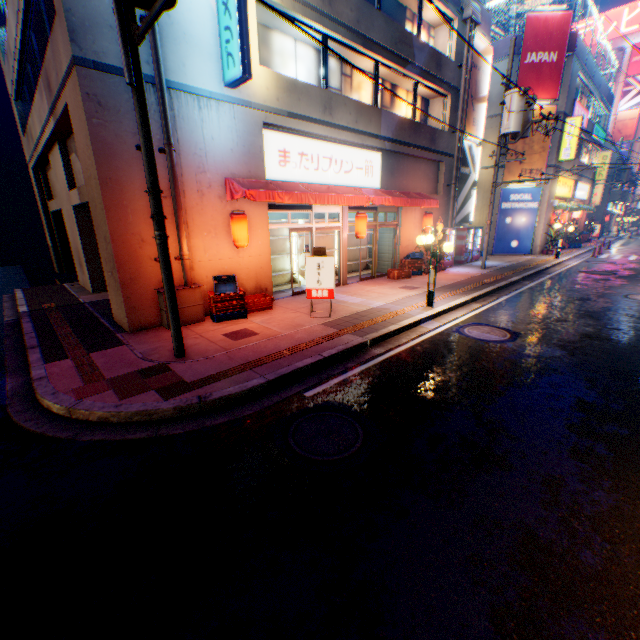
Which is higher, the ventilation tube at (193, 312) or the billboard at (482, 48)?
the billboard at (482, 48)

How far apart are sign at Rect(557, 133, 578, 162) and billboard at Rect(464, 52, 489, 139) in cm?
673

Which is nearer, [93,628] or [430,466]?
[93,628]

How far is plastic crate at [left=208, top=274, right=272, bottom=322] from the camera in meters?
8.6

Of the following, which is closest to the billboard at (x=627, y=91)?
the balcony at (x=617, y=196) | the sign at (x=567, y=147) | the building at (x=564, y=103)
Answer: the balcony at (x=617, y=196)

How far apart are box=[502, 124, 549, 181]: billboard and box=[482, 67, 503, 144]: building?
0.1m

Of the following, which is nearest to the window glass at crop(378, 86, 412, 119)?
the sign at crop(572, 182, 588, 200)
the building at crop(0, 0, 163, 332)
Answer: the building at crop(0, 0, 163, 332)

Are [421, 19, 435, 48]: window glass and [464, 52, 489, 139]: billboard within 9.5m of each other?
yes
